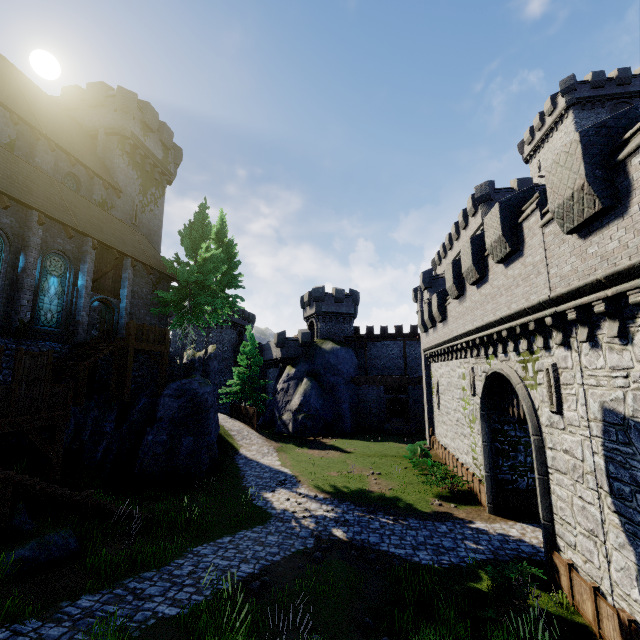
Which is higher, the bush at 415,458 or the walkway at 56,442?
the walkway at 56,442

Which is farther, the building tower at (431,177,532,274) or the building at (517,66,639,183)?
the building at (517,66,639,183)

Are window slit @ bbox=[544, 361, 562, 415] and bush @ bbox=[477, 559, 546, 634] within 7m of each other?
yes

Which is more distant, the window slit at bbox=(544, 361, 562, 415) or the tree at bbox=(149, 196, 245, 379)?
the tree at bbox=(149, 196, 245, 379)

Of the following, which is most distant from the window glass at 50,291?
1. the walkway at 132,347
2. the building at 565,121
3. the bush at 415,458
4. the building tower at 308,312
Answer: the building at 565,121

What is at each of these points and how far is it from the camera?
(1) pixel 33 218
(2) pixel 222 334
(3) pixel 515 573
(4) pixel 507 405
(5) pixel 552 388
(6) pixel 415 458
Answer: (1) building, 14.6m
(2) building, 51.5m
(3) bush, 8.7m
(4) gate, 14.4m
(5) window slit, 9.5m
(6) bush, 23.7m

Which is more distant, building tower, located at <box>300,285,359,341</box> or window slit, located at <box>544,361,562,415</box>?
building tower, located at <box>300,285,359,341</box>

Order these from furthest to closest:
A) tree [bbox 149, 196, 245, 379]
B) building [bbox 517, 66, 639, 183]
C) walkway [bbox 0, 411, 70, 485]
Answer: building [bbox 517, 66, 639, 183]
tree [bbox 149, 196, 245, 379]
walkway [bbox 0, 411, 70, 485]
